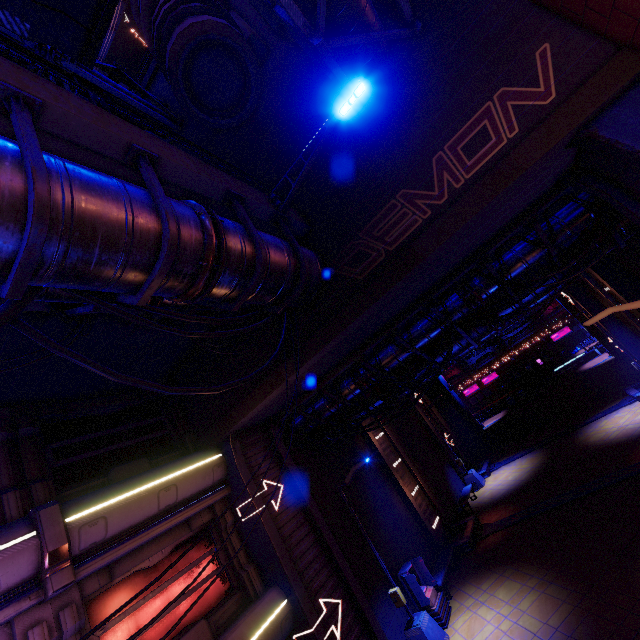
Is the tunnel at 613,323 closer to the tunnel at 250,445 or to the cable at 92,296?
the tunnel at 250,445

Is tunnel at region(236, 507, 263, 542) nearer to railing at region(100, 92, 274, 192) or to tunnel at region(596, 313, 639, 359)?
railing at region(100, 92, 274, 192)

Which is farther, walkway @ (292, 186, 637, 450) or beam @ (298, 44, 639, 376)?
walkway @ (292, 186, 637, 450)

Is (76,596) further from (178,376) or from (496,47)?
(496,47)

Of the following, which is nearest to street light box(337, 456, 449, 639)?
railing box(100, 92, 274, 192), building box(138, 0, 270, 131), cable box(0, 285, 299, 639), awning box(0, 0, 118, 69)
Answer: cable box(0, 285, 299, 639)

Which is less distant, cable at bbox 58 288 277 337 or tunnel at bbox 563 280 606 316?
cable at bbox 58 288 277 337

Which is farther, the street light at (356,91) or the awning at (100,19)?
the awning at (100,19)

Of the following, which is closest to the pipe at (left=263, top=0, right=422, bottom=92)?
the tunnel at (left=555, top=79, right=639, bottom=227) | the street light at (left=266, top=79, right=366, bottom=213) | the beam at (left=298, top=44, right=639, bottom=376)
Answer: the street light at (left=266, top=79, right=366, bottom=213)
